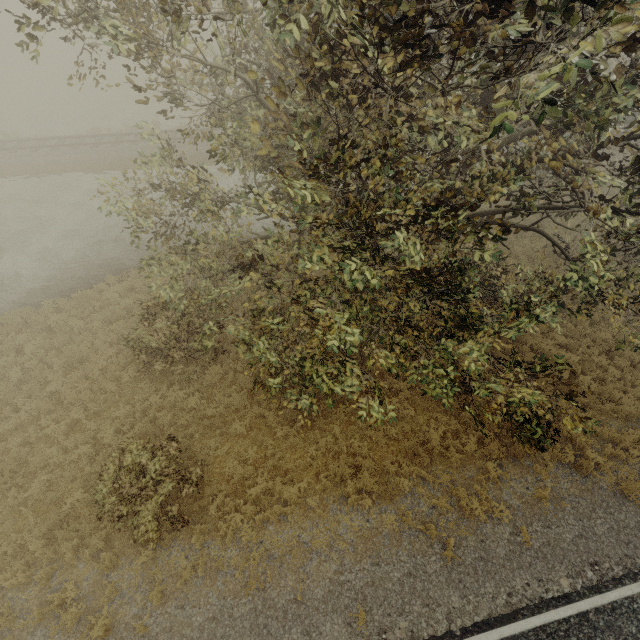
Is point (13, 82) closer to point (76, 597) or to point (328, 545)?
point (76, 597)
